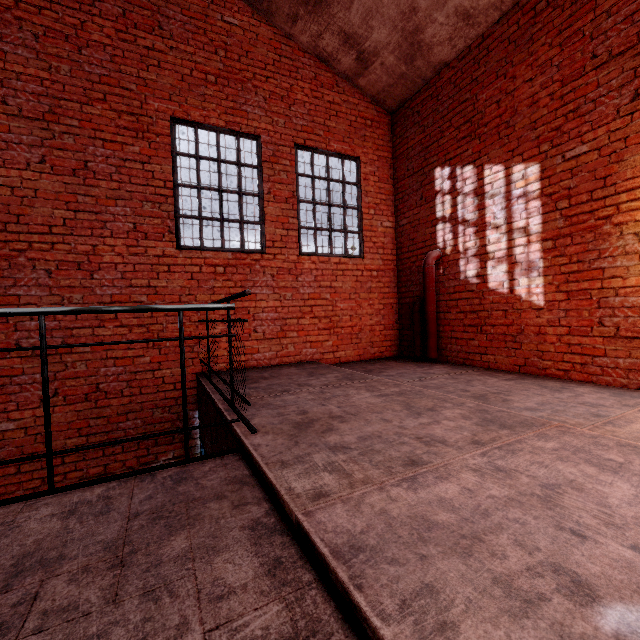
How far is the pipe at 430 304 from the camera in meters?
5.5 m

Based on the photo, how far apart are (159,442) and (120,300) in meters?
2.1

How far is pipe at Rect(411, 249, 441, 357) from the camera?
5.5 meters
